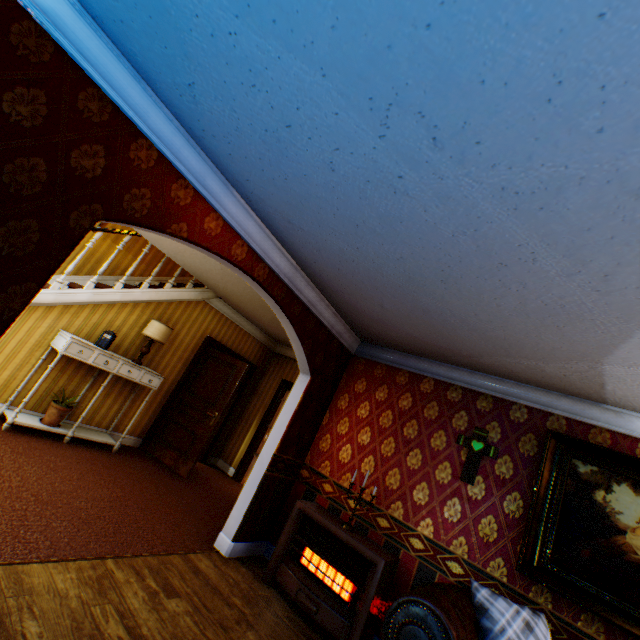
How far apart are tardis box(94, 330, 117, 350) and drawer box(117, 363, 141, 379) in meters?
0.2 m

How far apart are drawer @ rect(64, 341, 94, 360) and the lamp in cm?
21

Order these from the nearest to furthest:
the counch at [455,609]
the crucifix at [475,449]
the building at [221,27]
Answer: the building at [221,27] < the counch at [455,609] < the crucifix at [475,449]

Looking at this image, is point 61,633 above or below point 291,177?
below

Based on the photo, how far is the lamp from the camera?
5.40m

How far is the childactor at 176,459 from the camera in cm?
588

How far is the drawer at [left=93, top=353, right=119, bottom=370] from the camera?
4.75m

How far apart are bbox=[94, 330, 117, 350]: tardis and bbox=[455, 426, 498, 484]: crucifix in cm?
515
